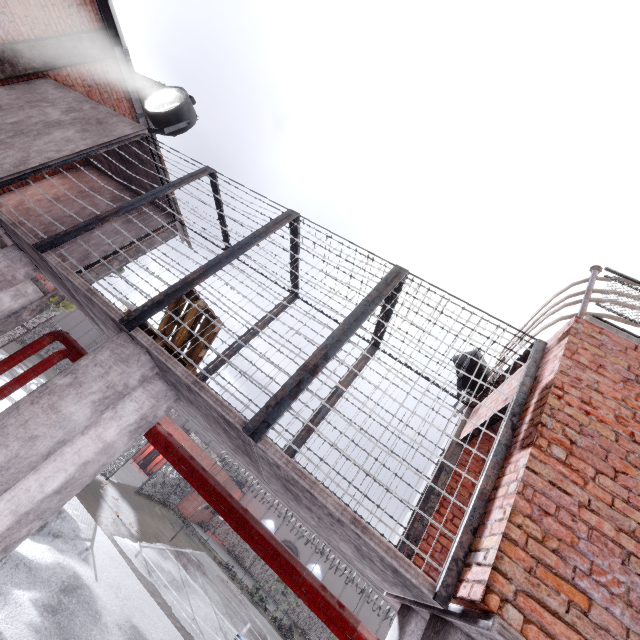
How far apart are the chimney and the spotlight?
5.5m

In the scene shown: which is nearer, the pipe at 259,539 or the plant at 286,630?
the pipe at 259,539

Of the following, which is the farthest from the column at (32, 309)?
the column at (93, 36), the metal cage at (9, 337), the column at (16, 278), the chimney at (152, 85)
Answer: the metal cage at (9, 337)

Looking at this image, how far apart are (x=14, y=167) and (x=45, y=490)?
5.2m

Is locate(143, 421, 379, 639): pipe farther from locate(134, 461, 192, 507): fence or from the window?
the window

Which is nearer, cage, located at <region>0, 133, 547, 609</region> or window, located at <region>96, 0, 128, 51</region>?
cage, located at <region>0, 133, 547, 609</region>

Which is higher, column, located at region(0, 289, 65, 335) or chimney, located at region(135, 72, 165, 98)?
chimney, located at region(135, 72, 165, 98)

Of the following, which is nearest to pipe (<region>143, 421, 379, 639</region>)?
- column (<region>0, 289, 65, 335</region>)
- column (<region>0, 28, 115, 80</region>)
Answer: column (<region>0, 28, 115, 80</region>)
